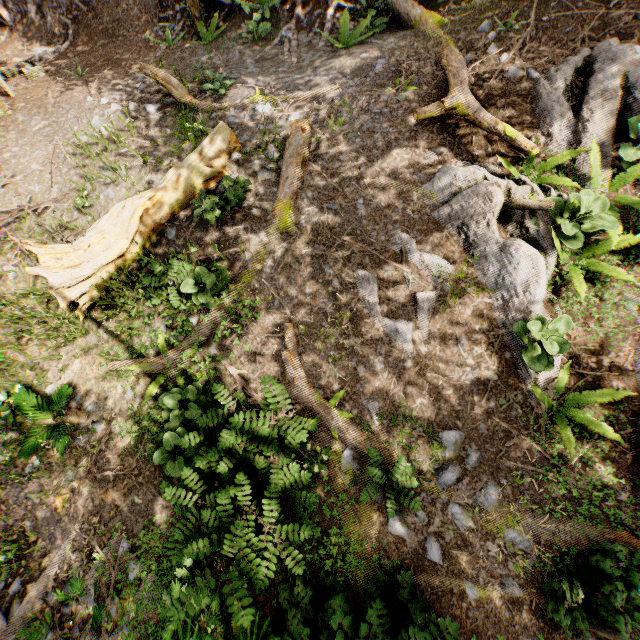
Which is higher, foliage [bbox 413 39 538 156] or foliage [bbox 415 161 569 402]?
foliage [bbox 413 39 538 156]

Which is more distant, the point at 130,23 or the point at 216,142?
the point at 130,23

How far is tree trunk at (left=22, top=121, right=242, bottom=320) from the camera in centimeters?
649cm

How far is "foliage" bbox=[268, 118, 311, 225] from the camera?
6.79m

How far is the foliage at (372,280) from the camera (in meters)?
5.95

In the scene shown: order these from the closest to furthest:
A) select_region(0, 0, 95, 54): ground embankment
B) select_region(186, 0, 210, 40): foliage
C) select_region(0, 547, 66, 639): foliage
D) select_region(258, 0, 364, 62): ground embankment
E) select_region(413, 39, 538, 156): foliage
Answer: select_region(0, 547, 66, 639): foliage
select_region(413, 39, 538, 156): foliage
select_region(258, 0, 364, 62): ground embankment
select_region(186, 0, 210, 40): foliage
select_region(0, 0, 95, 54): ground embankment

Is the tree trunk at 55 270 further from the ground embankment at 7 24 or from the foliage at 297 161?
the foliage at 297 161
